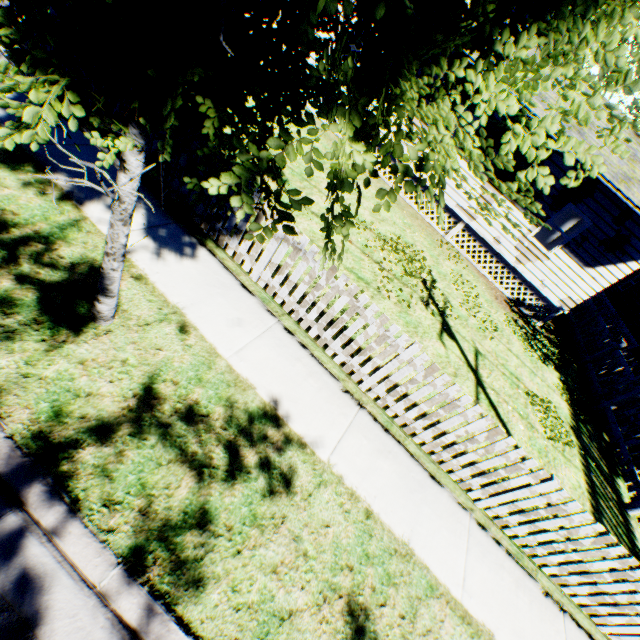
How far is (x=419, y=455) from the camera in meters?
4.8 m

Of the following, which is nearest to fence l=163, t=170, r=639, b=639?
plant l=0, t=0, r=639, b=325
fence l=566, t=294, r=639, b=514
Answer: fence l=566, t=294, r=639, b=514

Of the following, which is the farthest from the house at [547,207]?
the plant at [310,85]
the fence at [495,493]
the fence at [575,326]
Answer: the fence at [495,493]

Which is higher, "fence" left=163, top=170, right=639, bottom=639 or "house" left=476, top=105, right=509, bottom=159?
"house" left=476, top=105, right=509, bottom=159

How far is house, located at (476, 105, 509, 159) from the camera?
10.8 meters

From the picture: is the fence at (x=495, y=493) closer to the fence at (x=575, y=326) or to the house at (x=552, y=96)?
the fence at (x=575, y=326)

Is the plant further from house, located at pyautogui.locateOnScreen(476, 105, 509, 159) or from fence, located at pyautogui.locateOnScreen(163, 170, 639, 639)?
fence, located at pyautogui.locateOnScreen(163, 170, 639, 639)
